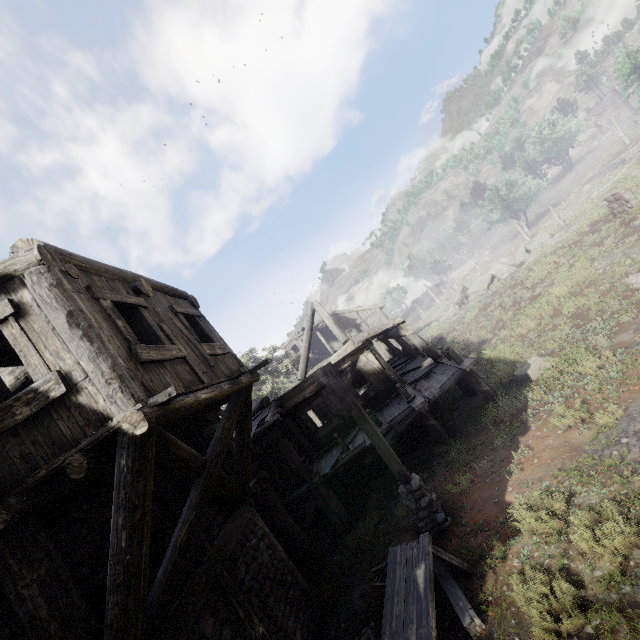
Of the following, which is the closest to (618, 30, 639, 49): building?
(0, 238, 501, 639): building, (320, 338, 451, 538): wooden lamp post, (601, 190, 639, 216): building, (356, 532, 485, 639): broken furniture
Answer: (601, 190, 639, 216): building

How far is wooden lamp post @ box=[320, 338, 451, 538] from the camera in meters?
7.7

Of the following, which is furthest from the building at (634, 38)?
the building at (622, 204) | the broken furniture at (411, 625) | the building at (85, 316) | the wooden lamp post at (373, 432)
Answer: the broken furniture at (411, 625)

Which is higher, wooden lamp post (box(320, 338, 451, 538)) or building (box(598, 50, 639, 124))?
building (box(598, 50, 639, 124))

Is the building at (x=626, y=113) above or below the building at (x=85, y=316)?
above

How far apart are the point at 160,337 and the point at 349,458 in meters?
8.4

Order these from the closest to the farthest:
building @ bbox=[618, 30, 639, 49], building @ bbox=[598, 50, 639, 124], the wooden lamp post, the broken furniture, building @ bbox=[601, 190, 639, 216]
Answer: the broken furniture, the wooden lamp post, building @ bbox=[601, 190, 639, 216], building @ bbox=[618, 30, 639, 49], building @ bbox=[598, 50, 639, 124]
